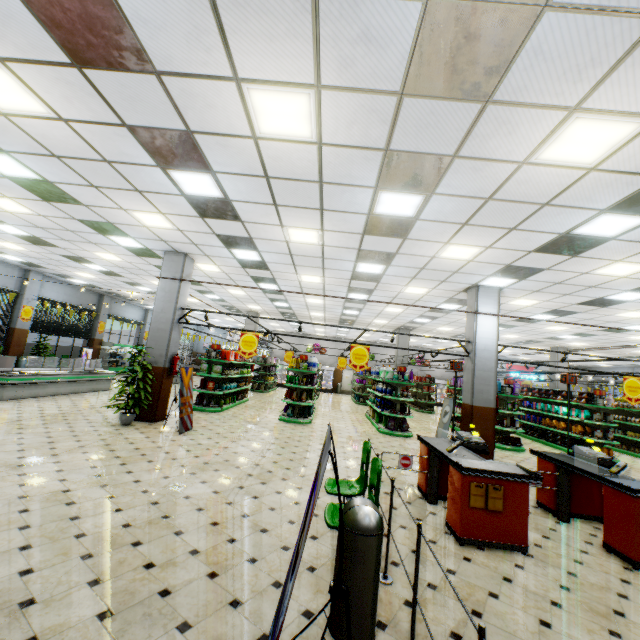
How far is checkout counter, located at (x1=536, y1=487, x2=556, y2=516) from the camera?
5.6m

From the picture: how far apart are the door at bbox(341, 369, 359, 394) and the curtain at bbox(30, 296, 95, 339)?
19.2m

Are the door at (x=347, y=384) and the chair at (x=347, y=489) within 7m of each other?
no

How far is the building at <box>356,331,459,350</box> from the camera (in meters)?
19.36

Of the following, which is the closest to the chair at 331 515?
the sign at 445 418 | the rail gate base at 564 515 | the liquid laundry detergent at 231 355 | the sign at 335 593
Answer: the sign at 335 593

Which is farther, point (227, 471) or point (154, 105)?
point (227, 471)

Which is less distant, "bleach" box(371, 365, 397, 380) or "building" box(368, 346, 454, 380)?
"bleach" box(371, 365, 397, 380)

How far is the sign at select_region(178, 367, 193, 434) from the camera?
8.21m
